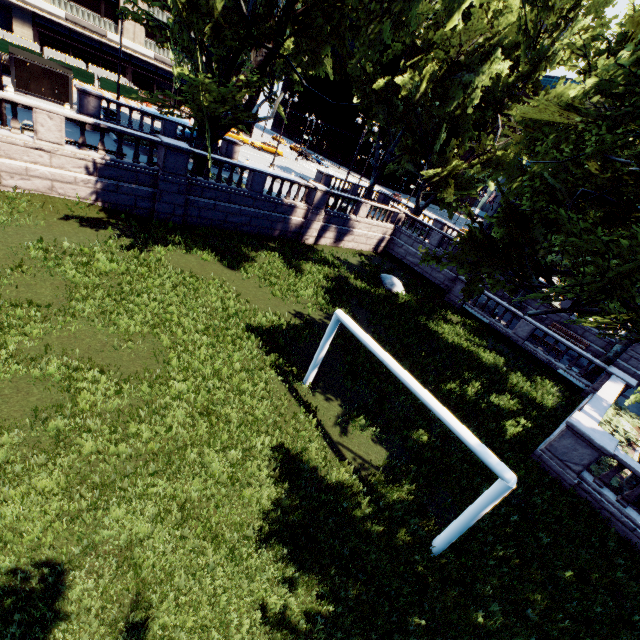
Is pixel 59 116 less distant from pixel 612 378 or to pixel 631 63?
pixel 631 63

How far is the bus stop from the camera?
21.42m

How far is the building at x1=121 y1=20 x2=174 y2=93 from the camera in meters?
43.4

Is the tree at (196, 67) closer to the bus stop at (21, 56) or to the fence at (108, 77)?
the bus stop at (21, 56)

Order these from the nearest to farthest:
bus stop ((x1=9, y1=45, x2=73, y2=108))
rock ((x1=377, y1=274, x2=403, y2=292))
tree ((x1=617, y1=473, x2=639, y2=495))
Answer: tree ((x1=617, y1=473, x2=639, y2=495))
bus stop ((x1=9, y1=45, x2=73, y2=108))
rock ((x1=377, y1=274, x2=403, y2=292))

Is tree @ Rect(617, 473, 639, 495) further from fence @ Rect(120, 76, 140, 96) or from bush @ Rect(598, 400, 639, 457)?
fence @ Rect(120, 76, 140, 96)

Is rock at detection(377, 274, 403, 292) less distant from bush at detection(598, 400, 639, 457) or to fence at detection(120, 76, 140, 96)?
bush at detection(598, 400, 639, 457)

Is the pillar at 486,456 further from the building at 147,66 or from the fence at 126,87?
the building at 147,66
